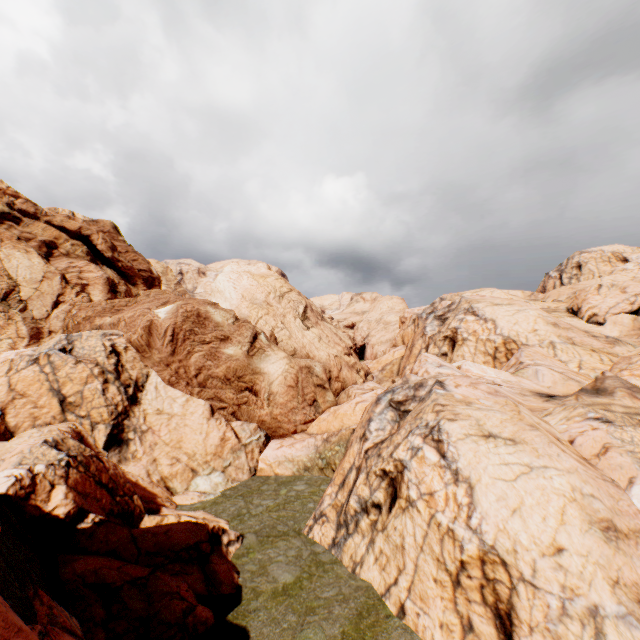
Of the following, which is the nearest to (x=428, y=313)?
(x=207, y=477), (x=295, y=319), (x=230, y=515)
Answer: (x=295, y=319)
